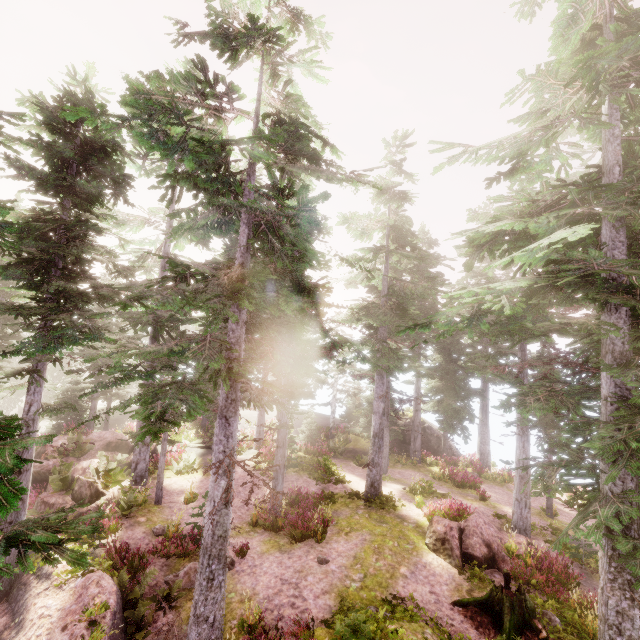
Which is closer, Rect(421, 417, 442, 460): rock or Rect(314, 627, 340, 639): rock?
Rect(314, 627, 340, 639): rock

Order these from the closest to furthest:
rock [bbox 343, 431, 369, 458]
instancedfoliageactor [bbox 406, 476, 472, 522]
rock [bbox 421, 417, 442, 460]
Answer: instancedfoliageactor [bbox 406, 476, 472, 522] < rock [bbox 343, 431, 369, 458] < rock [bbox 421, 417, 442, 460]

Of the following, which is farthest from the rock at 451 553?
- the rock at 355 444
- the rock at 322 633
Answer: the rock at 355 444

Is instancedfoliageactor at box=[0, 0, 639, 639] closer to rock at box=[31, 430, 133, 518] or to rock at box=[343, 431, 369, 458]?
rock at box=[31, 430, 133, 518]

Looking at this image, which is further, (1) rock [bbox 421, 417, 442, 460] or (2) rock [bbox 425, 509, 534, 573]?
(1) rock [bbox 421, 417, 442, 460]

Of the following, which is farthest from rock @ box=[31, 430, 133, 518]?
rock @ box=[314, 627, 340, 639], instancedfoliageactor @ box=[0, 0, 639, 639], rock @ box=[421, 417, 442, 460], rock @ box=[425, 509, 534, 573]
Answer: rock @ box=[421, 417, 442, 460]

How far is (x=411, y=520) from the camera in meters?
15.4

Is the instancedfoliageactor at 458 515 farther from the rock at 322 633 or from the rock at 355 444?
the rock at 355 444
